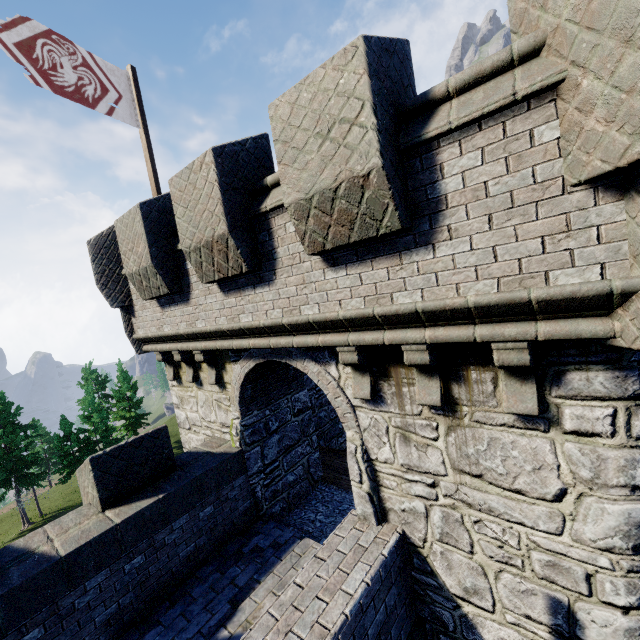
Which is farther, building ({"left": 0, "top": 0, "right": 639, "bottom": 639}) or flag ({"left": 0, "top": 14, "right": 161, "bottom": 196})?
flag ({"left": 0, "top": 14, "right": 161, "bottom": 196})

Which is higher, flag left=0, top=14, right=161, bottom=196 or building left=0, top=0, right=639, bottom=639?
flag left=0, top=14, right=161, bottom=196

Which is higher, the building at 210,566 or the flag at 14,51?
the flag at 14,51

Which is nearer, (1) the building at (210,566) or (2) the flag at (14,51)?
(1) the building at (210,566)

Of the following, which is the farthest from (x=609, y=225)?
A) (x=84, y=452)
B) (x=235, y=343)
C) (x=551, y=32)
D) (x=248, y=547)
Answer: (x=84, y=452)
